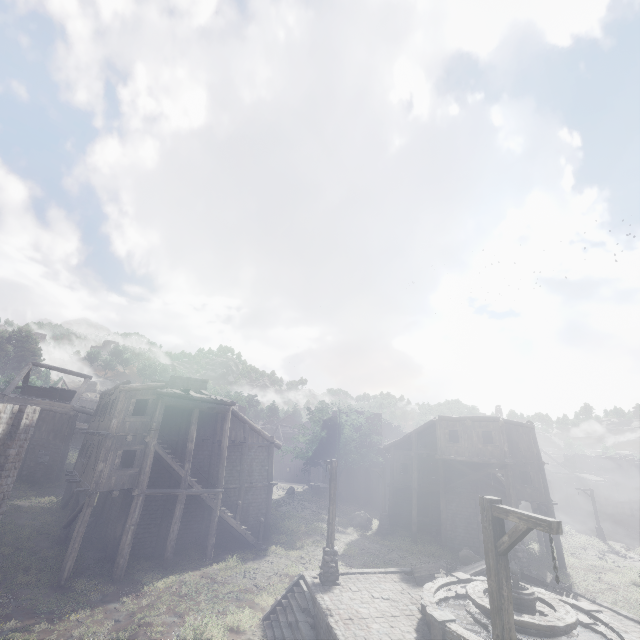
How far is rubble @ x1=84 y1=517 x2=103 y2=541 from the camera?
19.6 meters

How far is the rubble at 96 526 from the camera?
19.61m

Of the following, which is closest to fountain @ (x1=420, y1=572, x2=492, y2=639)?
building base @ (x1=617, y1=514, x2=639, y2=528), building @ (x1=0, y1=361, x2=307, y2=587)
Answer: building @ (x1=0, y1=361, x2=307, y2=587)

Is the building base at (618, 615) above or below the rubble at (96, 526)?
above

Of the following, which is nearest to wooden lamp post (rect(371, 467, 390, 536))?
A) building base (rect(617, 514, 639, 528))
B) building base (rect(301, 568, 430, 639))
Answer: building base (rect(301, 568, 430, 639))

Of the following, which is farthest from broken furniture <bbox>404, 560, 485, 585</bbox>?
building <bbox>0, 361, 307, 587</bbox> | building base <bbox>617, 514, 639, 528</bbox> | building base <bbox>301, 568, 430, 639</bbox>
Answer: building base <bbox>617, 514, 639, 528</bbox>

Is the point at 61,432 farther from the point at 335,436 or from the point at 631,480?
the point at 631,480

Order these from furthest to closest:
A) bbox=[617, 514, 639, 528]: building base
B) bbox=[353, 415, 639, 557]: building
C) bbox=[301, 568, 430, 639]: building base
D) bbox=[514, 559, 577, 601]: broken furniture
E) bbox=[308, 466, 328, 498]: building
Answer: bbox=[617, 514, 639, 528]: building base
bbox=[308, 466, 328, 498]: building
bbox=[353, 415, 639, 557]: building
bbox=[514, 559, 577, 601]: broken furniture
bbox=[301, 568, 430, 639]: building base
